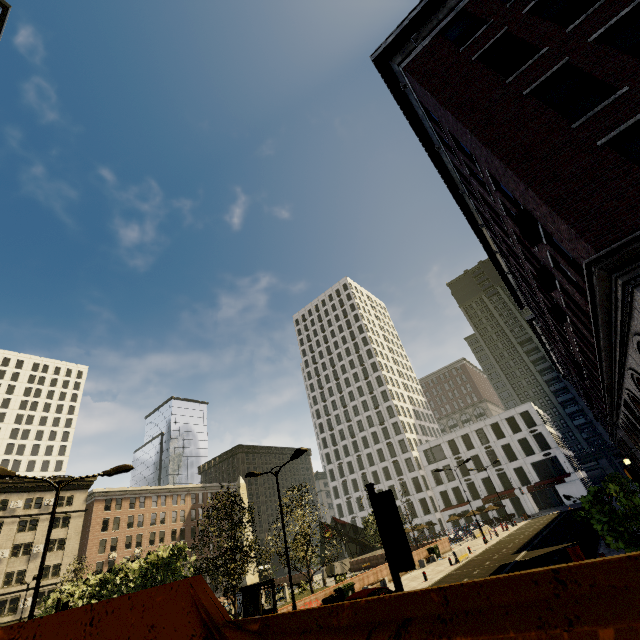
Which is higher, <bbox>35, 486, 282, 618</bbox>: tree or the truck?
<bbox>35, 486, 282, 618</bbox>: tree

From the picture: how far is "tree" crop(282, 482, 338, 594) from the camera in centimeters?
2295cm

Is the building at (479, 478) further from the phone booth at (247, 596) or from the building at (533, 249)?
the phone booth at (247, 596)

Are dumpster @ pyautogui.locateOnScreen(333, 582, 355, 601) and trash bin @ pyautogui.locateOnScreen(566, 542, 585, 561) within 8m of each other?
no

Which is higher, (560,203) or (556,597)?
(560,203)

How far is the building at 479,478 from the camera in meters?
58.2 m

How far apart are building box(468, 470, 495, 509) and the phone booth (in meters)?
54.90

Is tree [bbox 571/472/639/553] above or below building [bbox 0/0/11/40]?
below
